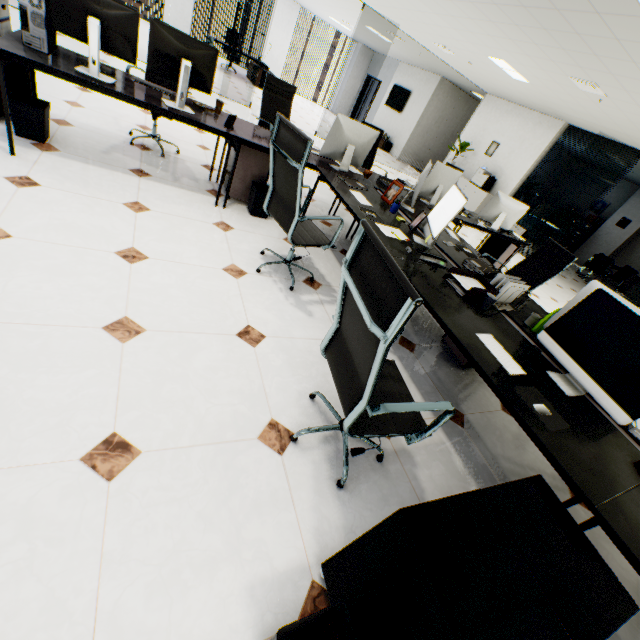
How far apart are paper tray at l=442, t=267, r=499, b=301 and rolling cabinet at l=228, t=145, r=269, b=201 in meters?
2.3

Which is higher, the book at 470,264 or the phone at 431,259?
the book at 470,264

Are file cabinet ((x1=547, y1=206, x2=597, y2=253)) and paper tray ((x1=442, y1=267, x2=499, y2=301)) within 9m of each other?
no

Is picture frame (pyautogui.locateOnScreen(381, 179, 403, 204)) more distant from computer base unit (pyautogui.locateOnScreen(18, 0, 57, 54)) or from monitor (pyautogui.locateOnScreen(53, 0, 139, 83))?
computer base unit (pyautogui.locateOnScreen(18, 0, 57, 54))

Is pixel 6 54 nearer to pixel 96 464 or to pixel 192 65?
pixel 192 65

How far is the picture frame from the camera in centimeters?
339cm

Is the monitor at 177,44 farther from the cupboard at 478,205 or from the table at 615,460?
the cupboard at 478,205

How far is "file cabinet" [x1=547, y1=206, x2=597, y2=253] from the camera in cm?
1205
